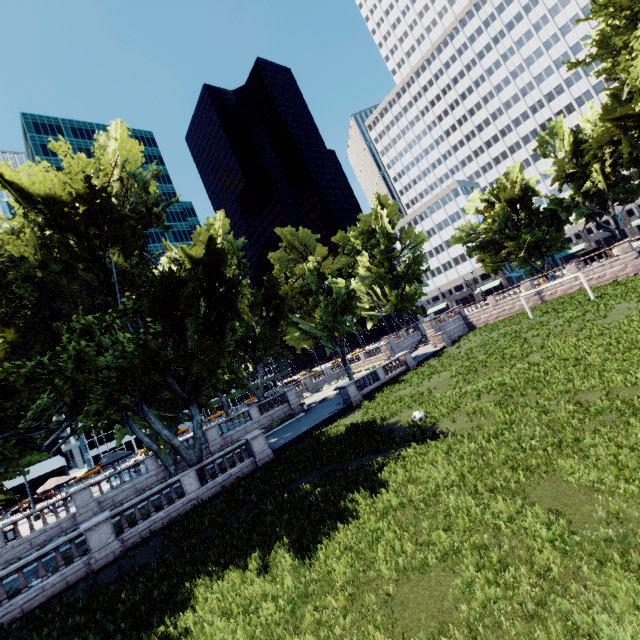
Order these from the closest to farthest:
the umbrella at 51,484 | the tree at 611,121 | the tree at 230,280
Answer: the tree at 230,280 < the tree at 611,121 < the umbrella at 51,484

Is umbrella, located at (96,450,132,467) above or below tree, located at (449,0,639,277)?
below

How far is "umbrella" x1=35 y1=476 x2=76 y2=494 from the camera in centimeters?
2911cm

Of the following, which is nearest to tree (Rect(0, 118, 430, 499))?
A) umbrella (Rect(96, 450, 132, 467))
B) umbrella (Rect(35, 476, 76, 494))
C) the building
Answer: umbrella (Rect(96, 450, 132, 467))

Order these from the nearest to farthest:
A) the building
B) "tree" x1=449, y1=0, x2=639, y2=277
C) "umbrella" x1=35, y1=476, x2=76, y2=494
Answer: "tree" x1=449, y1=0, x2=639, y2=277
"umbrella" x1=35, y1=476, x2=76, y2=494
the building

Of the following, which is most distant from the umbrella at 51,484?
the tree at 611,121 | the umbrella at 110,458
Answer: the tree at 611,121

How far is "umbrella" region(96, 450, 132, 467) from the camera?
29.59m

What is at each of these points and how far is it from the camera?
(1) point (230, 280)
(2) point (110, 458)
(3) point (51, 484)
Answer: (1) tree, 21.0 meters
(2) umbrella, 30.0 meters
(3) umbrella, 29.6 meters
